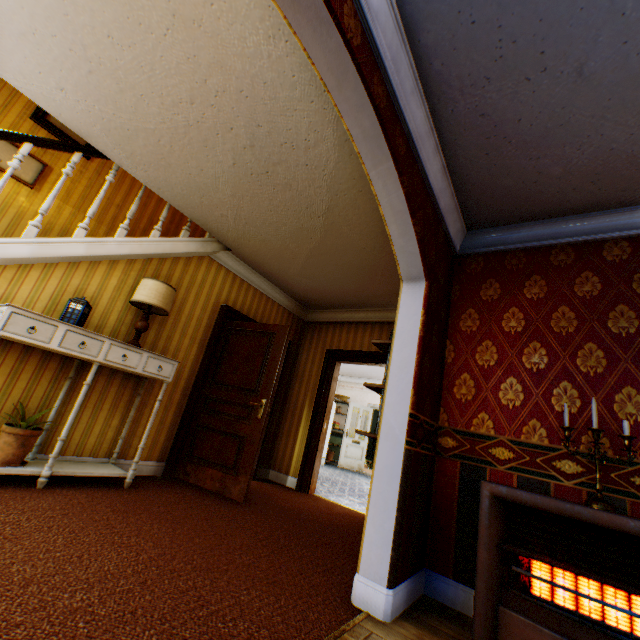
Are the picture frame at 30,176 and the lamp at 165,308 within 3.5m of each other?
yes

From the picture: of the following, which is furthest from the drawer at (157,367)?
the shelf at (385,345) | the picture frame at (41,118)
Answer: the picture frame at (41,118)

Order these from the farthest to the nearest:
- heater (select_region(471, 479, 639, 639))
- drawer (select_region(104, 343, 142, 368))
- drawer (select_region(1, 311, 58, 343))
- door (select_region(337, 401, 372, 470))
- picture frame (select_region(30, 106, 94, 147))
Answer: door (select_region(337, 401, 372, 470))
picture frame (select_region(30, 106, 94, 147))
drawer (select_region(104, 343, 142, 368))
drawer (select_region(1, 311, 58, 343))
heater (select_region(471, 479, 639, 639))

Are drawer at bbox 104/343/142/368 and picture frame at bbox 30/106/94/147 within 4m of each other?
yes

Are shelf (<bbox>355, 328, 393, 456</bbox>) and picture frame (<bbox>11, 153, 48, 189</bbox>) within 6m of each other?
yes

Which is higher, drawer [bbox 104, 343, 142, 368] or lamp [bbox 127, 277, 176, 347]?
lamp [bbox 127, 277, 176, 347]

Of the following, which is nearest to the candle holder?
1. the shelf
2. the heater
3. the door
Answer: the heater

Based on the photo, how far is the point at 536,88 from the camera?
2.0 meters
